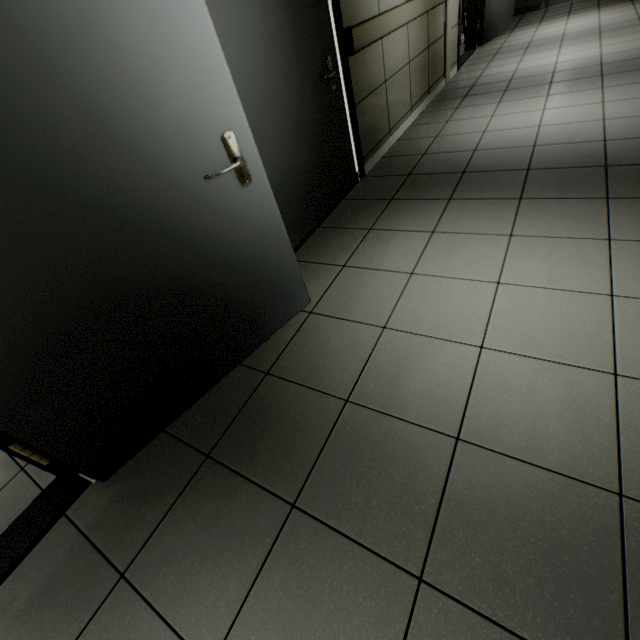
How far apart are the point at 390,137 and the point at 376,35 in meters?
1.0 m

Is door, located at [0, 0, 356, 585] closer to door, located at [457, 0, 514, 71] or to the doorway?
the doorway

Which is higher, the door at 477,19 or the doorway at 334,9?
the doorway at 334,9

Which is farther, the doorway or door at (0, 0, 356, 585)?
the doorway

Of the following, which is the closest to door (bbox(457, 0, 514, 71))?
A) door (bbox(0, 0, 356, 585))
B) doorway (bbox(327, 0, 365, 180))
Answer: doorway (bbox(327, 0, 365, 180))

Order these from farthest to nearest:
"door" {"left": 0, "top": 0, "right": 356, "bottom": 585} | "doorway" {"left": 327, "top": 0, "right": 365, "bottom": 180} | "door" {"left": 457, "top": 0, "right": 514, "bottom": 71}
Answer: "door" {"left": 457, "top": 0, "right": 514, "bottom": 71} < "doorway" {"left": 327, "top": 0, "right": 365, "bottom": 180} < "door" {"left": 0, "top": 0, "right": 356, "bottom": 585}

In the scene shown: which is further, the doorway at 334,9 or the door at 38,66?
the doorway at 334,9
